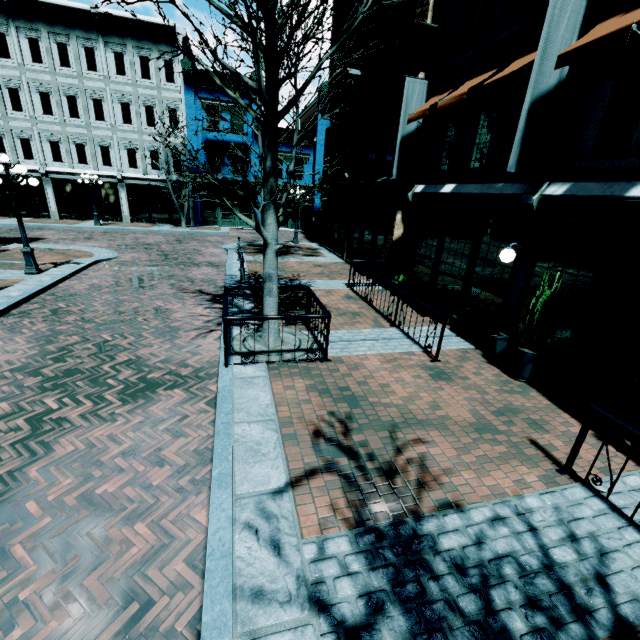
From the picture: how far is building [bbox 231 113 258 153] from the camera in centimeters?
2501cm

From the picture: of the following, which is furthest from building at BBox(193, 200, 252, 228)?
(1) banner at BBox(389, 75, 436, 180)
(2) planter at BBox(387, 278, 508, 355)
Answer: (2) planter at BBox(387, 278, 508, 355)

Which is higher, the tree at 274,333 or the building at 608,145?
the building at 608,145

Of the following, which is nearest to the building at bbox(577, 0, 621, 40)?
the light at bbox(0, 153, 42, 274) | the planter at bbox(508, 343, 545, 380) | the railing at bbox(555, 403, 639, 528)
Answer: the planter at bbox(508, 343, 545, 380)

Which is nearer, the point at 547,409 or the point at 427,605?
the point at 427,605

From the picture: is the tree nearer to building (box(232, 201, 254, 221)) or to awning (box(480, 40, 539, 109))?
awning (box(480, 40, 539, 109))

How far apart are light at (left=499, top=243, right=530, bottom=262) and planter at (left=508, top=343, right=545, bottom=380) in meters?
1.8

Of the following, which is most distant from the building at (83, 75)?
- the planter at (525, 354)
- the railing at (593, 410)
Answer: the railing at (593, 410)
